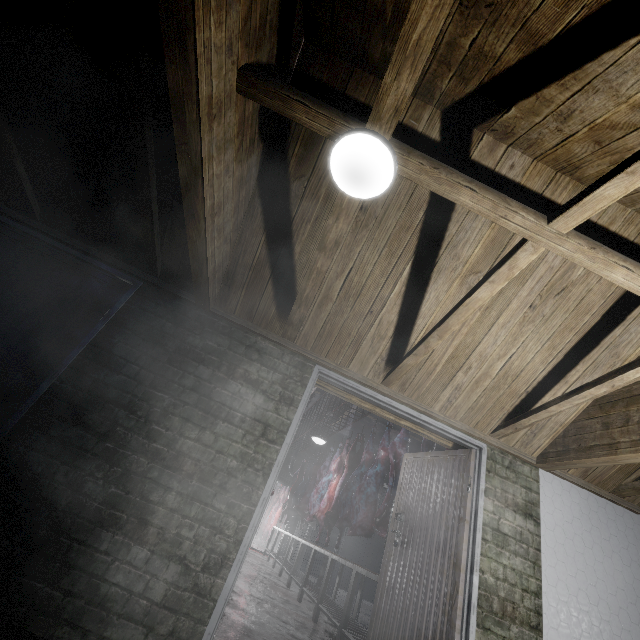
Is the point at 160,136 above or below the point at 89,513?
above

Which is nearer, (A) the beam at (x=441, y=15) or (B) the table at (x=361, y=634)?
(A) the beam at (x=441, y=15)

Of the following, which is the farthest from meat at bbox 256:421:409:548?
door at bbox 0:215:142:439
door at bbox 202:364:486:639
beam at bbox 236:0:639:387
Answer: door at bbox 0:215:142:439

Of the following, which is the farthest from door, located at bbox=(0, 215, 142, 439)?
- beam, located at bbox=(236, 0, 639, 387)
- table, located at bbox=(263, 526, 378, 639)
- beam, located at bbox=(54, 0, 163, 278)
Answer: table, located at bbox=(263, 526, 378, 639)

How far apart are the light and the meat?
6.16m

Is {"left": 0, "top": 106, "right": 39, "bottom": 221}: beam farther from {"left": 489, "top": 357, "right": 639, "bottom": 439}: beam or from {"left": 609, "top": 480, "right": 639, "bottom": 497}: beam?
{"left": 609, "top": 480, "right": 639, "bottom": 497}: beam

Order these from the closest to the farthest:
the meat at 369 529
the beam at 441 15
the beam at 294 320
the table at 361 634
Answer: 1. the beam at 441 15
2. the beam at 294 320
3. the table at 361 634
4. the meat at 369 529

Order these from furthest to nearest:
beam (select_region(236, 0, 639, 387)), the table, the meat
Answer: the meat
the table
beam (select_region(236, 0, 639, 387))
